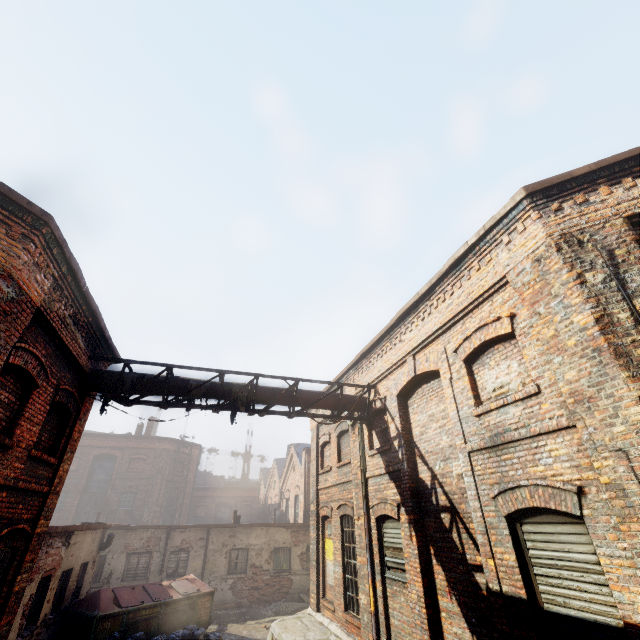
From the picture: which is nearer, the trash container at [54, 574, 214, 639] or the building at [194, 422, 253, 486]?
the trash container at [54, 574, 214, 639]

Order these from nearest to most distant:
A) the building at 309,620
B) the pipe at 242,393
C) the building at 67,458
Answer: the building at 67,458 → the pipe at 242,393 → the building at 309,620

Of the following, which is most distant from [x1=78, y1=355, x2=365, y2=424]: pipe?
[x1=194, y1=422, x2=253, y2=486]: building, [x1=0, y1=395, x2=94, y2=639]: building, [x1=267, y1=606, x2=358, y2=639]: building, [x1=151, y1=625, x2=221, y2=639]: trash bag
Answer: [x1=194, y1=422, x2=253, y2=486]: building

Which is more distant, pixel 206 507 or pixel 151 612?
pixel 206 507

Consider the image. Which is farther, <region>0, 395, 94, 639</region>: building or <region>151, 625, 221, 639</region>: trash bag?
<region>151, 625, 221, 639</region>: trash bag

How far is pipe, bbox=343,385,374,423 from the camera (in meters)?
9.91

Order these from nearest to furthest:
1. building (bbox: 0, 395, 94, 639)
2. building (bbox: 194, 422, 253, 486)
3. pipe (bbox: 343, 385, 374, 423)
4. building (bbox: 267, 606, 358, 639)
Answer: building (bbox: 0, 395, 94, 639) → building (bbox: 267, 606, 358, 639) → pipe (bbox: 343, 385, 374, 423) → building (bbox: 194, 422, 253, 486)

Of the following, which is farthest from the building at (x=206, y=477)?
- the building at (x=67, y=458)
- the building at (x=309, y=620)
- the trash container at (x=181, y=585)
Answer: the building at (x=67, y=458)
